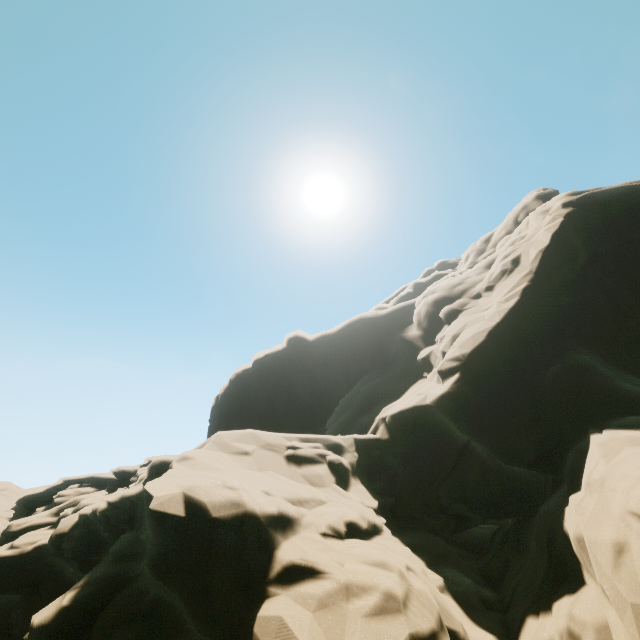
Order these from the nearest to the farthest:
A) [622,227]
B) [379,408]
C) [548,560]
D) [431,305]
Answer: [548,560] → [622,227] → [379,408] → [431,305]
